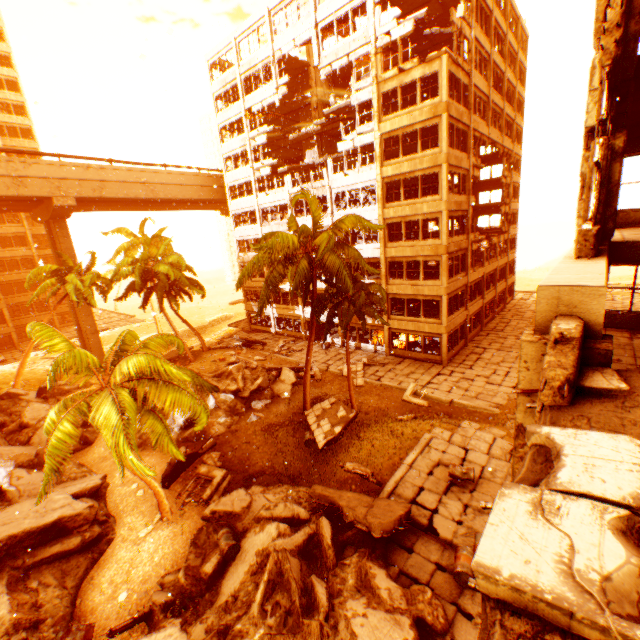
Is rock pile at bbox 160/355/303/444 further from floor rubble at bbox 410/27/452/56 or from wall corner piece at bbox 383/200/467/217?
floor rubble at bbox 410/27/452/56

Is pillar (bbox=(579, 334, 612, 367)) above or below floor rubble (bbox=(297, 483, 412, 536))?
above

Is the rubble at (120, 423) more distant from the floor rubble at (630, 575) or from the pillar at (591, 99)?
the floor rubble at (630, 575)

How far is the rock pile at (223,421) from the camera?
18.7 meters

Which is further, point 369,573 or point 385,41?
point 385,41

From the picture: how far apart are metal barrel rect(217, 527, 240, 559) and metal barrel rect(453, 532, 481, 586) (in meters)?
6.60

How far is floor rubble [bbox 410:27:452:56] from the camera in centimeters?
2294cm

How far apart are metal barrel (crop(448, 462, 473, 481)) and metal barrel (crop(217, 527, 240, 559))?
8.1 meters
